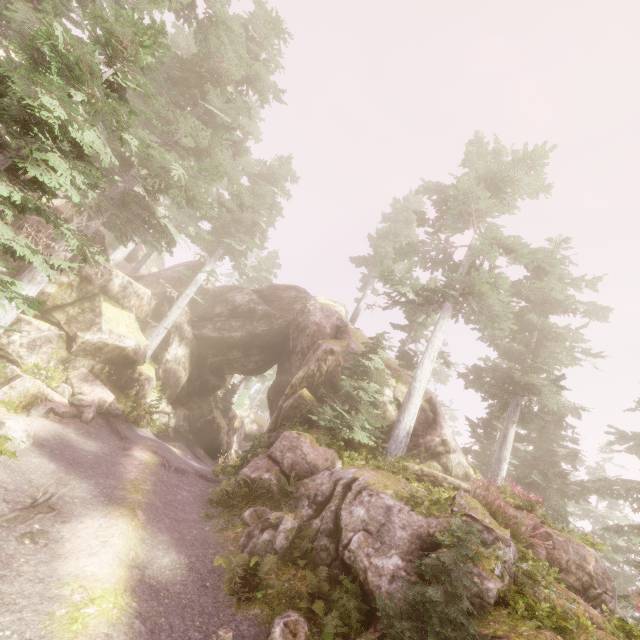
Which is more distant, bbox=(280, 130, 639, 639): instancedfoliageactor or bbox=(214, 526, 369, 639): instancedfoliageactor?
bbox=(280, 130, 639, 639): instancedfoliageactor

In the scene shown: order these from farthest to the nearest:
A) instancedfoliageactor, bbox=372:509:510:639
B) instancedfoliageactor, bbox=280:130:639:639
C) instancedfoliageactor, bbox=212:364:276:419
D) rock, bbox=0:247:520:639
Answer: instancedfoliageactor, bbox=212:364:276:419
instancedfoliageactor, bbox=280:130:639:639
rock, bbox=0:247:520:639
instancedfoliageactor, bbox=372:509:510:639

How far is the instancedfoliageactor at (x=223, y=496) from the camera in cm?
1028

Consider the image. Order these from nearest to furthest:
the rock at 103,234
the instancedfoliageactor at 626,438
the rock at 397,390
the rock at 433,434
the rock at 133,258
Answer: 1. the rock at 433,434
2. the rock at 397,390
3. the instancedfoliageactor at 626,438
4. the rock at 103,234
5. the rock at 133,258

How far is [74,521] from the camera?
7.6m

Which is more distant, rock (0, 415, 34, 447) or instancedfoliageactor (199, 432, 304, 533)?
instancedfoliageactor (199, 432, 304, 533)

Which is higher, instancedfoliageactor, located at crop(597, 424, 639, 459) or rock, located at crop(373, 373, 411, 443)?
instancedfoliageactor, located at crop(597, 424, 639, 459)

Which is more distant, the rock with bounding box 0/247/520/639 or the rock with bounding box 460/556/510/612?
the rock with bounding box 0/247/520/639
